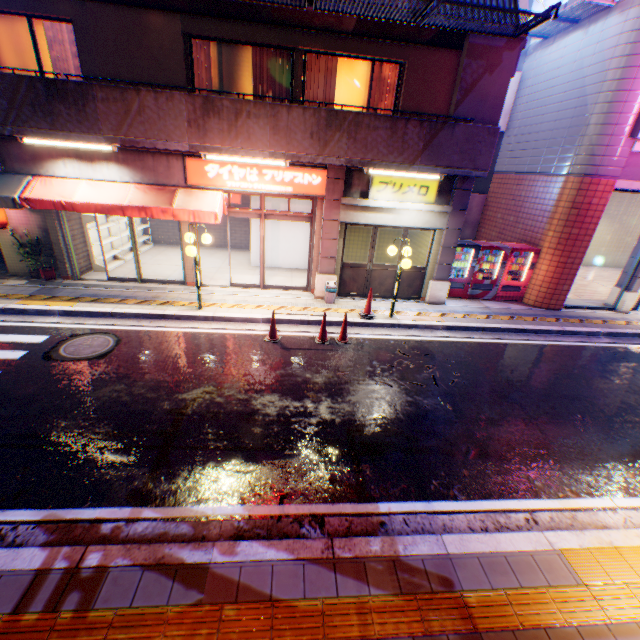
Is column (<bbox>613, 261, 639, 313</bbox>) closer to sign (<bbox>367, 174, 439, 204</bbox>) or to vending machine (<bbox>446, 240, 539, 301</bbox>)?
vending machine (<bbox>446, 240, 539, 301</bbox>)

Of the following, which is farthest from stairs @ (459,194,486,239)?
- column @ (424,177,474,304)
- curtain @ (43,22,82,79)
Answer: curtain @ (43,22,82,79)

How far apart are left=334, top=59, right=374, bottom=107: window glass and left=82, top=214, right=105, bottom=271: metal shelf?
8.1m

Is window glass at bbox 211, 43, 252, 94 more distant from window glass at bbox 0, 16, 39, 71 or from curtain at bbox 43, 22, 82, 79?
window glass at bbox 0, 16, 39, 71

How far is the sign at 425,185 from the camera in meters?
9.6 m

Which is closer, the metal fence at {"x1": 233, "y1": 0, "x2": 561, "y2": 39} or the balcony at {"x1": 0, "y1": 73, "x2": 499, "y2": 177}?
the metal fence at {"x1": 233, "y1": 0, "x2": 561, "y2": 39}

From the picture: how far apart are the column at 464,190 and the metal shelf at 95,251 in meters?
11.6 m

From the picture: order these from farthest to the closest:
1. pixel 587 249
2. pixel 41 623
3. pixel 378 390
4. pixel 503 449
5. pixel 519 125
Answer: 1. pixel 587 249
2. pixel 519 125
3. pixel 378 390
4. pixel 503 449
5. pixel 41 623
